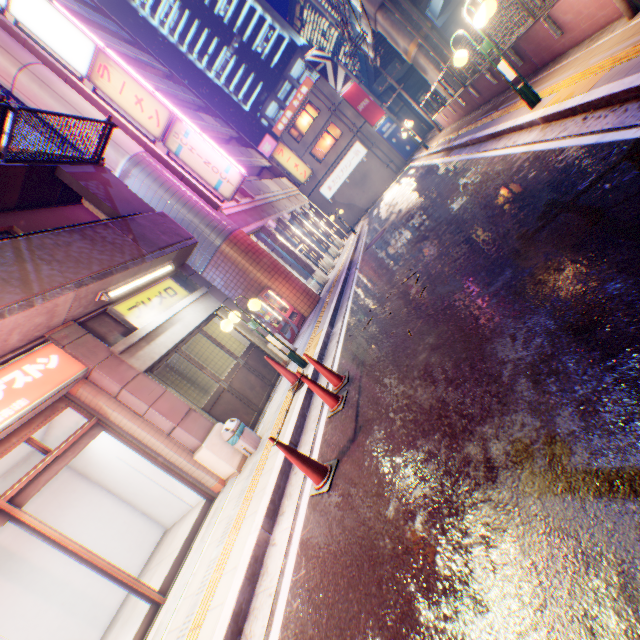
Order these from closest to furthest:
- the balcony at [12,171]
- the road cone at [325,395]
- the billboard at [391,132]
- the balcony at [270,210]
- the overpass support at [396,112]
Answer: the road cone at [325,395] < the balcony at [12,171] < the balcony at [270,210] < the billboard at [391,132] < the overpass support at [396,112]

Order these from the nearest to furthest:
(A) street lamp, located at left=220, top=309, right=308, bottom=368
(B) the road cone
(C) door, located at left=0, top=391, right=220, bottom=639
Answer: (B) the road cone → (C) door, located at left=0, top=391, right=220, bottom=639 → (A) street lamp, located at left=220, top=309, right=308, bottom=368

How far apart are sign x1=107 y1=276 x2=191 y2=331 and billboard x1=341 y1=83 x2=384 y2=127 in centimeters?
3112cm

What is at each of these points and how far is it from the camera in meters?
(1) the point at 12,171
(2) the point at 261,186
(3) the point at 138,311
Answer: (1) balcony, 6.5 m
(2) balcony, 19.4 m
(3) sign, 7.1 m

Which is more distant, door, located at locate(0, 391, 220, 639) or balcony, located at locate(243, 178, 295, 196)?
balcony, located at locate(243, 178, 295, 196)

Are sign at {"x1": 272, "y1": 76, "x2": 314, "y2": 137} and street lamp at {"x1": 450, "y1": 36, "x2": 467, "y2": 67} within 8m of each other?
no

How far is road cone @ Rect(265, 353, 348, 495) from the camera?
3.7m

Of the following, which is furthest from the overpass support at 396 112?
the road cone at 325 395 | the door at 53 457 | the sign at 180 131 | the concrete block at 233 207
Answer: the door at 53 457
